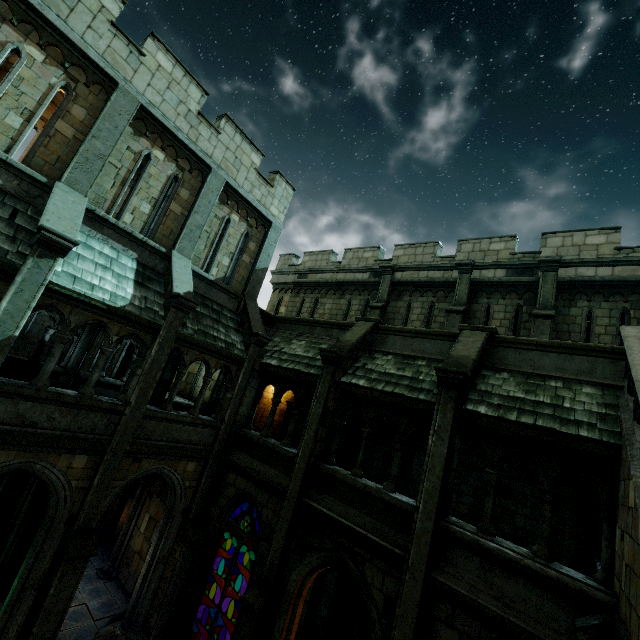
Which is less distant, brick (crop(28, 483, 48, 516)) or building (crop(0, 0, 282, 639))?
building (crop(0, 0, 282, 639))

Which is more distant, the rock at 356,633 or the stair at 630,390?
the rock at 356,633

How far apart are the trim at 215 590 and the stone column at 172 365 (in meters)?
7.03

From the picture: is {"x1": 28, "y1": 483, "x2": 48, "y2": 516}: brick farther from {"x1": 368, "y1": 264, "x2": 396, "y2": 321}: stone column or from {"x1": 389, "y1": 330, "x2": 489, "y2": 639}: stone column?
{"x1": 368, "y1": 264, "x2": 396, "y2": 321}: stone column

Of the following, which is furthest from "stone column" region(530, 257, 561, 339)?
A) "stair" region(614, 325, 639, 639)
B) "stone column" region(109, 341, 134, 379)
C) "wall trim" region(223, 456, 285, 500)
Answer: "stone column" region(109, 341, 134, 379)

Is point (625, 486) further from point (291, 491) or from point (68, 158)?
point (68, 158)

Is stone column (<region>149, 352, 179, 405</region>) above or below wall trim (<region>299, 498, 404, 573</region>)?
above

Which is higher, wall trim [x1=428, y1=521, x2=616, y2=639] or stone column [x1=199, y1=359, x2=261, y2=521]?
stone column [x1=199, y1=359, x2=261, y2=521]
